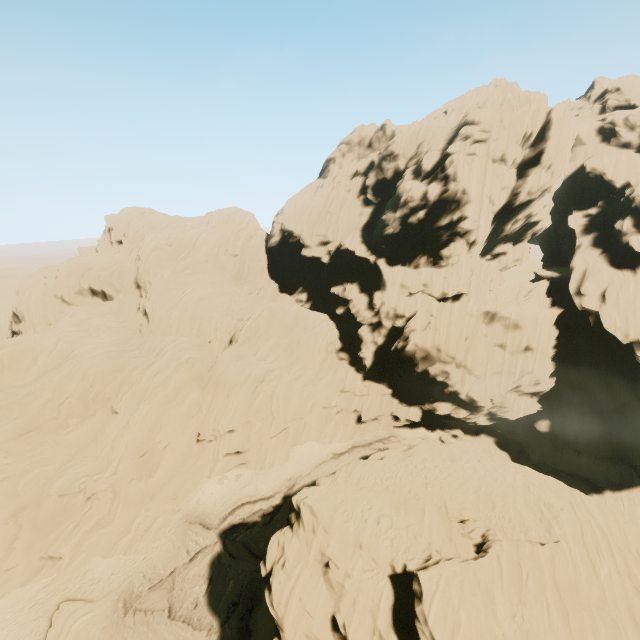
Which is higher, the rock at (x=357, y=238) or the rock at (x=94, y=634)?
the rock at (x=357, y=238)

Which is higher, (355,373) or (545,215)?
(545,215)

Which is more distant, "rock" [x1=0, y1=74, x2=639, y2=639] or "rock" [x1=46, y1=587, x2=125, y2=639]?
"rock" [x1=46, y1=587, x2=125, y2=639]

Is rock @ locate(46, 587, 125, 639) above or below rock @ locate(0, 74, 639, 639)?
below

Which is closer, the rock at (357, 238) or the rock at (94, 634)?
the rock at (357, 238)
